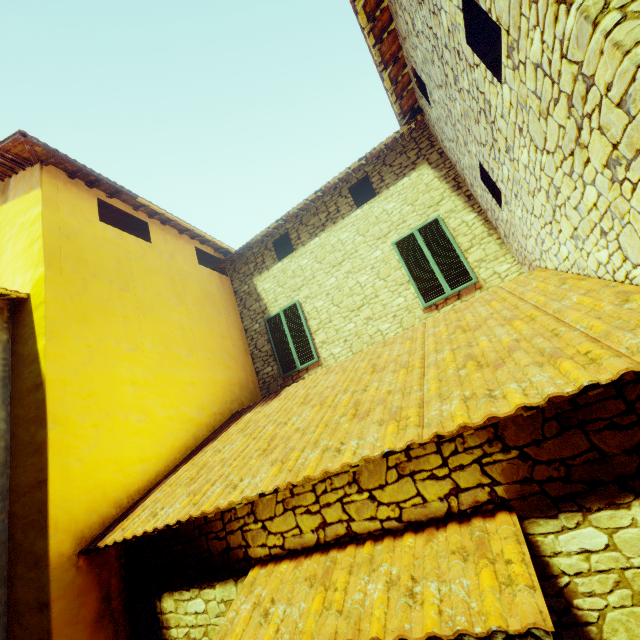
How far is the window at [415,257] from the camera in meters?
6.3 m

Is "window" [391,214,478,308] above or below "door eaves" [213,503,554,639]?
above

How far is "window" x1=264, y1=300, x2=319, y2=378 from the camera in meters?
7.7 m

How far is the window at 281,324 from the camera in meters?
7.7

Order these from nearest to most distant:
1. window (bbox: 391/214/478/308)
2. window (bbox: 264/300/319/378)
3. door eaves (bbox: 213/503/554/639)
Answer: door eaves (bbox: 213/503/554/639) < window (bbox: 391/214/478/308) < window (bbox: 264/300/319/378)

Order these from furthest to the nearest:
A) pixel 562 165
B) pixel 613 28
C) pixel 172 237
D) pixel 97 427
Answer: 1. pixel 172 237
2. pixel 97 427
3. pixel 562 165
4. pixel 613 28

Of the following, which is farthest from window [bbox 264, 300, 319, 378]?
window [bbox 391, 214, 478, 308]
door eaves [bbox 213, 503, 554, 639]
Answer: door eaves [bbox 213, 503, 554, 639]
